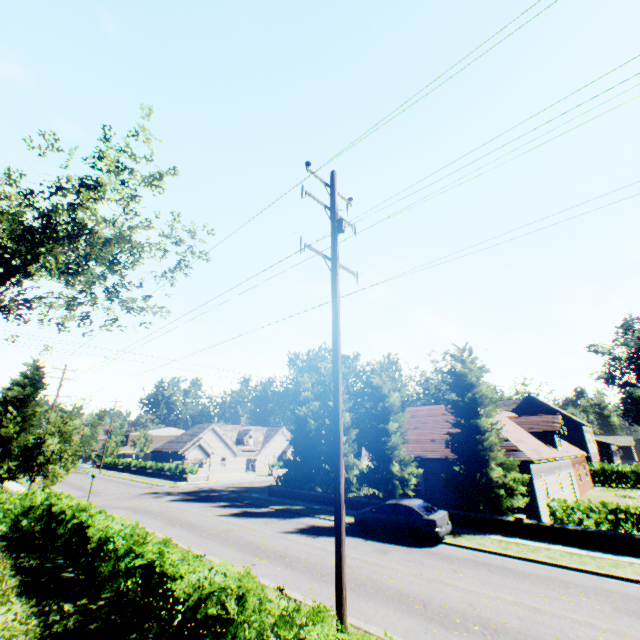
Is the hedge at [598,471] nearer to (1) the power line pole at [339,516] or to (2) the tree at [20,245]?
(2) the tree at [20,245]

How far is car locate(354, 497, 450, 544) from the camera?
14.90m

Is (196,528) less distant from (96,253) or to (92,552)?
(92,552)

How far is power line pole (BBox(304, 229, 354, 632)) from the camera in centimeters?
600cm

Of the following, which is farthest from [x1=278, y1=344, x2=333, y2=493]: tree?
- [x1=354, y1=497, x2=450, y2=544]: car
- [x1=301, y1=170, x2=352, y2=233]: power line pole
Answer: [x1=301, y1=170, x2=352, y2=233]: power line pole

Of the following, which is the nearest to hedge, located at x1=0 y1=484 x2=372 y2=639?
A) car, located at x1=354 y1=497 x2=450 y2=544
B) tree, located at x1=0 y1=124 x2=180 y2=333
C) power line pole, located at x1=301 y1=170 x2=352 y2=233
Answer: tree, located at x1=0 y1=124 x2=180 y2=333

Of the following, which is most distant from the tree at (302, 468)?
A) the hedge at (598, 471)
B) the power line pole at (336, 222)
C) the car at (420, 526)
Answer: the power line pole at (336, 222)
